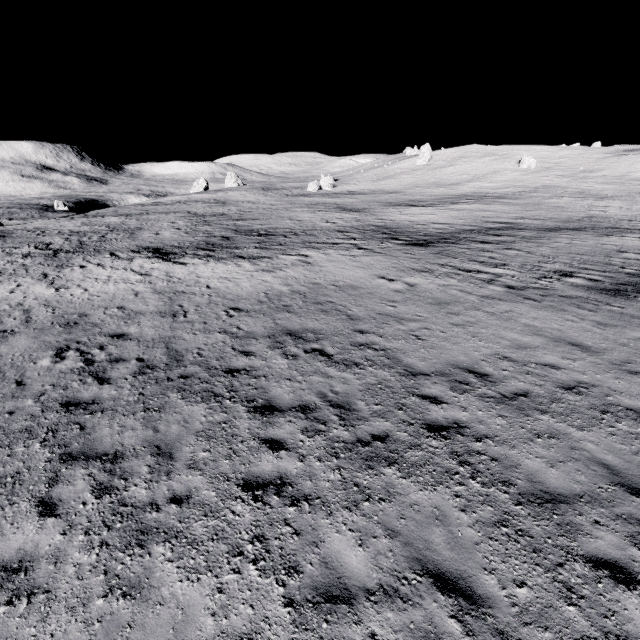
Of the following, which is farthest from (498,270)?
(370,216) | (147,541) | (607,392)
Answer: A: (370,216)
